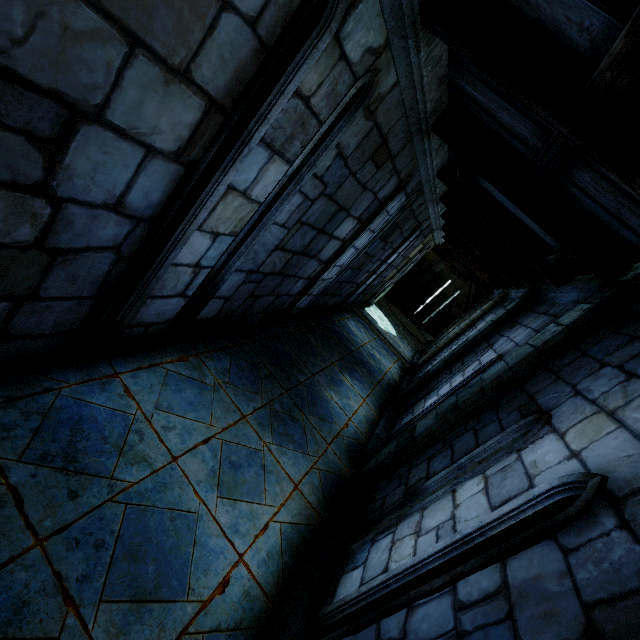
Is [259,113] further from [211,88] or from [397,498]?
[397,498]
